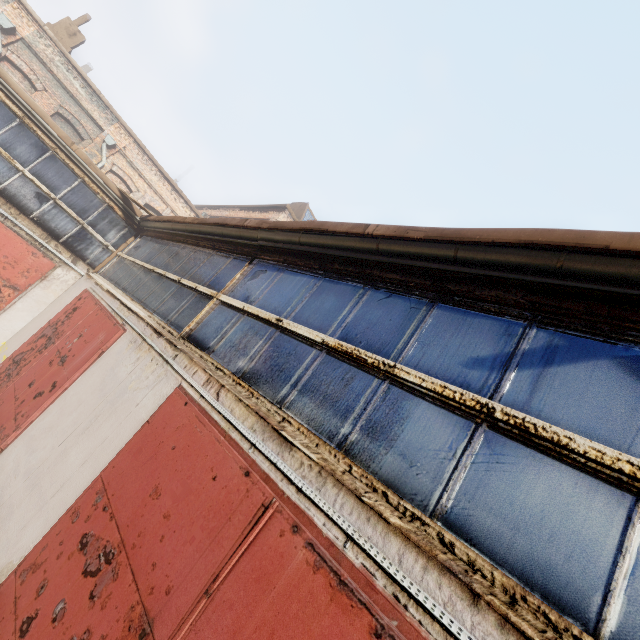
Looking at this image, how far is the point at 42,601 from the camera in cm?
241
